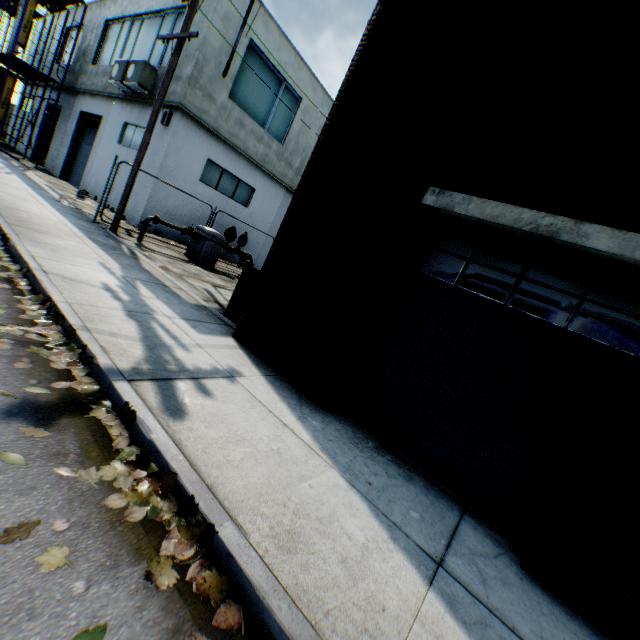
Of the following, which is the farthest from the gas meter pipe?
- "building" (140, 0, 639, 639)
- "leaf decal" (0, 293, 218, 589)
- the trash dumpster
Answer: "leaf decal" (0, 293, 218, 589)

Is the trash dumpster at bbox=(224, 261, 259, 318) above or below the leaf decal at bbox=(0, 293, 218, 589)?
above

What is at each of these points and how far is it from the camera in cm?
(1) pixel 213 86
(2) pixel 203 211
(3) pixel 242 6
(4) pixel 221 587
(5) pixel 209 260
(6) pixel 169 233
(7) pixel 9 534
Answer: (1) building, 1249
(2) building, 1459
(3) building, 1203
(4) leaf decal, 188
(5) gas meter pipe, 1234
(6) building, 1389
(7) leaf decal, 168

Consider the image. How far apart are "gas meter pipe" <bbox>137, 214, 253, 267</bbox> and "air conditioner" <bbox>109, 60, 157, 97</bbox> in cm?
577

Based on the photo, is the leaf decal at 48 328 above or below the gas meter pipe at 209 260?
below

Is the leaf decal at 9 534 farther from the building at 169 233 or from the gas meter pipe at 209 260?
the building at 169 233

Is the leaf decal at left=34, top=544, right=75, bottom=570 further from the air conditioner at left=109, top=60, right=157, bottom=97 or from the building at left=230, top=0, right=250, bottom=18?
the air conditioner at left=109, top=60, right=157, bottom=97

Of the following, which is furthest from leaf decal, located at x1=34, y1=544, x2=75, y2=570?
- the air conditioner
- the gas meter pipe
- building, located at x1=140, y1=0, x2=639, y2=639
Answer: the air conditioner
